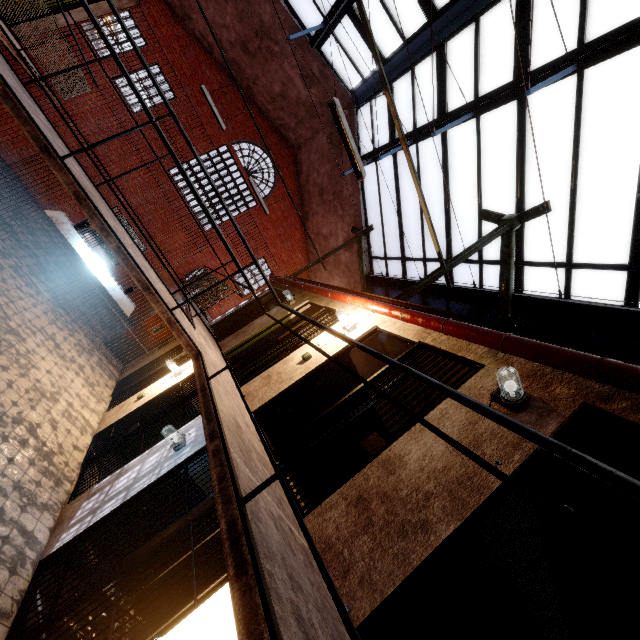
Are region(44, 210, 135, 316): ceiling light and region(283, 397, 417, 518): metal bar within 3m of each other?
yes

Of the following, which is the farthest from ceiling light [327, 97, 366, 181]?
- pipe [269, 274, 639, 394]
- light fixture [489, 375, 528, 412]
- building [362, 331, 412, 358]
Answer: light fixture [489, 375, 528, 412]

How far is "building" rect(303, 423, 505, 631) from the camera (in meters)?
2.17

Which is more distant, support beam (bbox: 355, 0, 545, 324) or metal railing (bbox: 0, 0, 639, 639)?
support beam (bbox: 355, 0, 545, 324)

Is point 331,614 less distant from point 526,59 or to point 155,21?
point 526,59

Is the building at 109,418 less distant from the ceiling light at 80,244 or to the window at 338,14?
the ceiling light at 80,244

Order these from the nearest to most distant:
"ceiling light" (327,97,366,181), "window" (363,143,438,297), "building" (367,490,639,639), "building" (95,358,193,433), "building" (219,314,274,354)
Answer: "building" (367,490,639,639) < "ceiling light" (327,97,366,181) < "building" (95,358,193,433) < "building" (219,314,274,354) < "window" (363,143,438,297)

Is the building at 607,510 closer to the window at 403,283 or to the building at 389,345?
the building at 389,345
